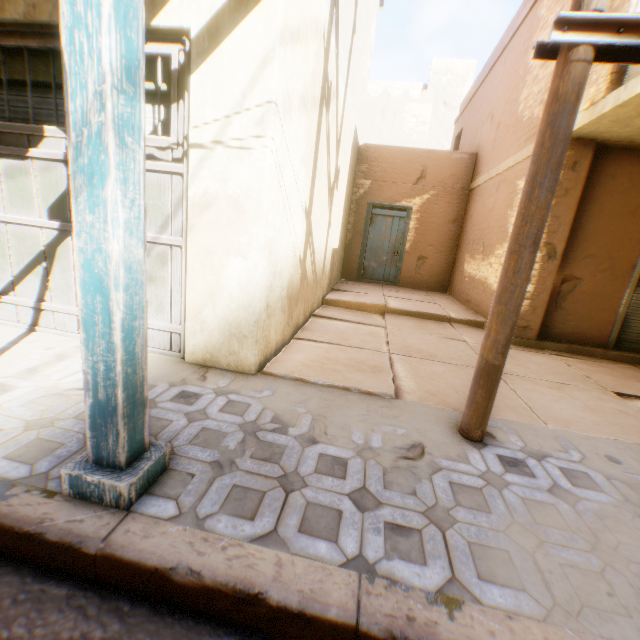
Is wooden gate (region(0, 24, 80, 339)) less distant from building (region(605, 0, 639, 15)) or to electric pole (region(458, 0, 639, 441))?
building (region(605, 0, 639, 15))

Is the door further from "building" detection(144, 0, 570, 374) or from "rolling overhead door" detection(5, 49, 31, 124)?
"rolling overhead door" detection(5, 49, 31, 124)

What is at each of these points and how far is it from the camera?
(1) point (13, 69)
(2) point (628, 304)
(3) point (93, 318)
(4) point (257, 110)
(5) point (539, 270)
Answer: (1) rolling overhead door, 3.1m
(2) rolling overhead door, 5.5m
(3) wooden beam, 1.4m
(4) building, 2.6m
(5) building, 5.3m

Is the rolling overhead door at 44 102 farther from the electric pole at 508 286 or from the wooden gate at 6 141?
A: the electric pole at 508 286

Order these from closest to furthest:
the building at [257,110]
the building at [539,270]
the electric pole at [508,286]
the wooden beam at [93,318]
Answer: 1. the wooden beam at [93,318]
2. the electric pole at [508,286]
3. the building at [257,110]
4. the building at [539,270]

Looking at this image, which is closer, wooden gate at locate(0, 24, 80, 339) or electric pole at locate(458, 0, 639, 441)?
electric pole at locate(458, 0, 639, 441)

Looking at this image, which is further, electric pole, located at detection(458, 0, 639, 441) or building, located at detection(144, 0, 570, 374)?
building, located at detection(144, 0, 570, 374)

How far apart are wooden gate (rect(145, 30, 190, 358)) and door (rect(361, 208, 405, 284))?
8.0m
